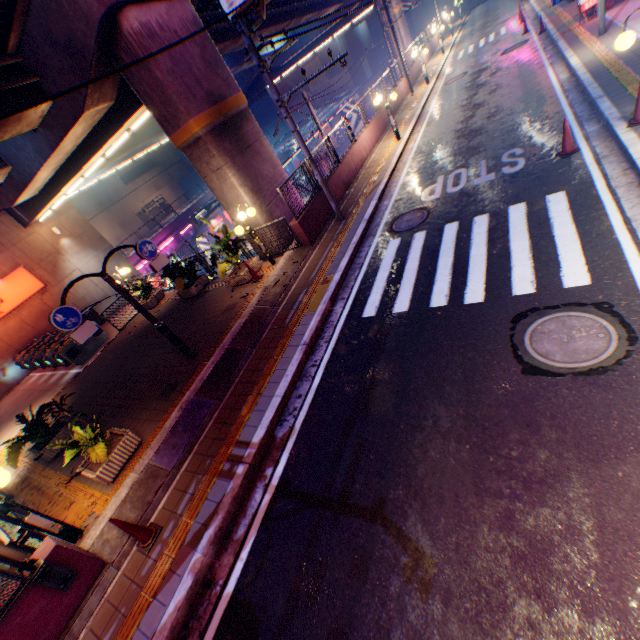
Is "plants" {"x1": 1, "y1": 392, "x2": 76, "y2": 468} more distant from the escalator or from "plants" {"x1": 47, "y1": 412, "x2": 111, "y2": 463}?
the escalator

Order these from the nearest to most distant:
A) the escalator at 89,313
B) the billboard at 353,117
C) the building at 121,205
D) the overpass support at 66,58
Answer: the overpass support at 66,58
the escalator at 89,313
the billboard at 353,117
the building at 121,205

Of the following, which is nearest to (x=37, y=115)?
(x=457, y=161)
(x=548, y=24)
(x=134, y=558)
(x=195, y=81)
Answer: (x=195, y=81)

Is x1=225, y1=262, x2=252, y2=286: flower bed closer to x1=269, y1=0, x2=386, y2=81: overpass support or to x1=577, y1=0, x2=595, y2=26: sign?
x1=269, y1=0, x2=386, y2=81: overpass support

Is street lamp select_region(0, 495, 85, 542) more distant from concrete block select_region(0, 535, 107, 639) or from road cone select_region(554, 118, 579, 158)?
road cone select_region(554, 118, 579, 158)

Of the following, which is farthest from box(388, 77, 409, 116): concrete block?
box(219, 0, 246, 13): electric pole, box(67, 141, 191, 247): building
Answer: box(67, 141, 191, 247): building

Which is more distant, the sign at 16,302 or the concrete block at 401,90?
the concrete block at 401,90

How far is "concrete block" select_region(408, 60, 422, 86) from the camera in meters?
24.8
